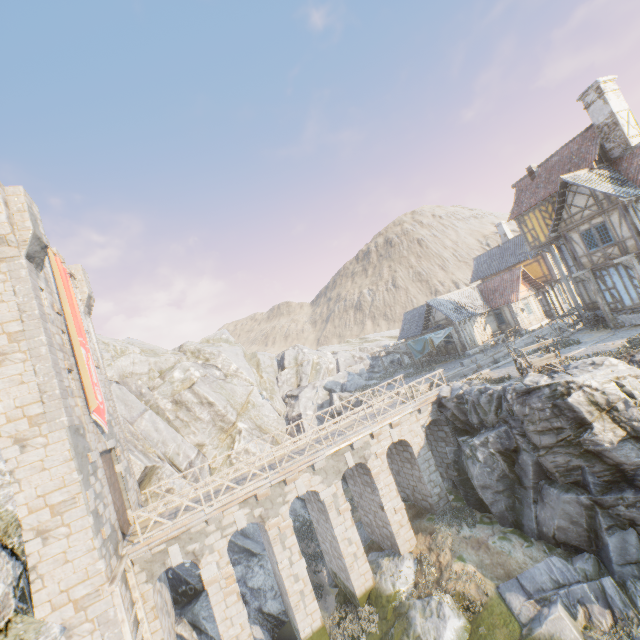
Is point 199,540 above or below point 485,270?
below

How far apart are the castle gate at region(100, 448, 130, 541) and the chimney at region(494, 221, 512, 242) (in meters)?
42.04

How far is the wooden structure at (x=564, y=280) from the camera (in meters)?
20.42

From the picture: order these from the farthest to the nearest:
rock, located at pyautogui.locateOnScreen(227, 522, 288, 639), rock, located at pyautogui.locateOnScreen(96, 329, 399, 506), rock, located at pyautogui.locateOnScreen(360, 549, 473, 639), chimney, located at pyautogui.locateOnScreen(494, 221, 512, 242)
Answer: chimney, located at pyautogui.locateOnScreen(494, 221, 512, 242)
rock, located at pyautogui.locateOnScreen(96, 329, 399, 506)
rock, located at pyautogui.locateOnScreen(227, 522, 288, 639)
rock, located at pyautogui.locateOnScreen(360, 549, 473, 639)

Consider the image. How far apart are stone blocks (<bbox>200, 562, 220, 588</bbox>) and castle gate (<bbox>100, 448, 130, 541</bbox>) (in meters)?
3.45

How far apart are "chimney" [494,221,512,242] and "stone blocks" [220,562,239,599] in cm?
4023

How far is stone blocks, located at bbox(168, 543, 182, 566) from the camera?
13.2m

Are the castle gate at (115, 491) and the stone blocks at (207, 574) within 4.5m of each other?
yes
